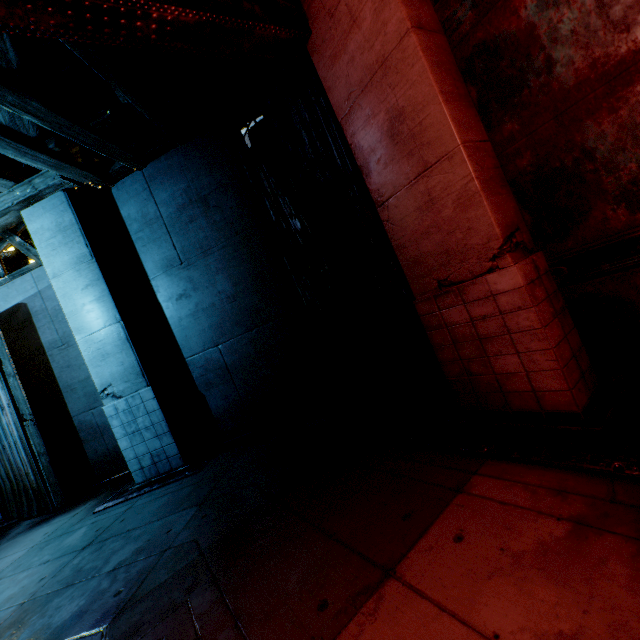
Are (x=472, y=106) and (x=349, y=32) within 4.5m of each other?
yes
